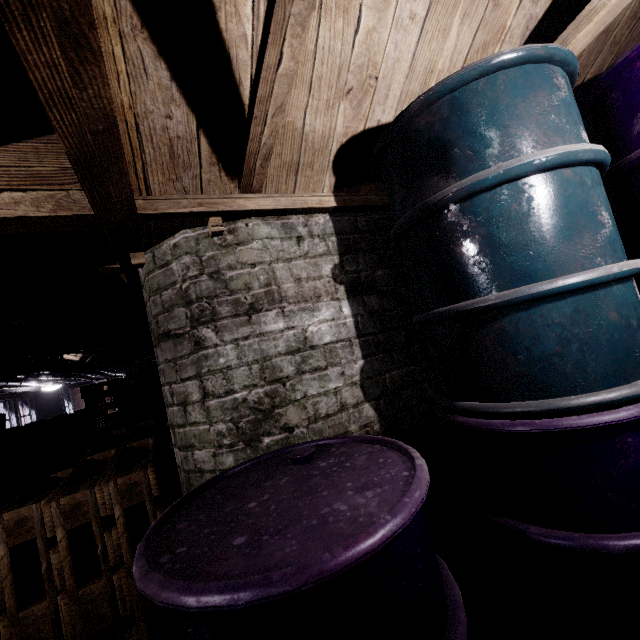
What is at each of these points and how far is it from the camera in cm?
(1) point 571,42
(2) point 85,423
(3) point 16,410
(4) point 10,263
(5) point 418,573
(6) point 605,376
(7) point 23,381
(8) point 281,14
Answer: (1) beam, 110
(2) pallet, 358
(3) window, 726
(4) beam, 157
(5) barrel, 65
(6) barrel, 88
(7) pipe, 467
(8) beam, 76

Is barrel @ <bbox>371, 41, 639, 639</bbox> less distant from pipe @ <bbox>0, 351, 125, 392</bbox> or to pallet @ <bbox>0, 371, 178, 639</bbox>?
pallet @ <bbox>0, 371, 178, 639</bbox>

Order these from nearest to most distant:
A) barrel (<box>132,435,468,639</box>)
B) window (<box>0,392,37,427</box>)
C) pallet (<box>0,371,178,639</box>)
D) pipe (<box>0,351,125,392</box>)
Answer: barrel (<box>132,435,468,639</box>), pallet (<box>0,371,178,639</box>), pipe (<box>0,351,125,392</box>), window (<box>0,392,37,427</box>)

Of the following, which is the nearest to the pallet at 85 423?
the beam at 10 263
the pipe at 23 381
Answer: the pipe at 23 381

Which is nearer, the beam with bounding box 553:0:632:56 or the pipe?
the beam with bounding box 553:0:632:56

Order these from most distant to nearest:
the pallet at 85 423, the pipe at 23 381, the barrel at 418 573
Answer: the pipe at 23 381, the pallet at 85 423, the barrel at 418 573

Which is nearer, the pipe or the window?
the pipe

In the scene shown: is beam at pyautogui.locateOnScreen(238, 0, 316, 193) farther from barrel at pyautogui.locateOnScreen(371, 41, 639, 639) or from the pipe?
the pipe
